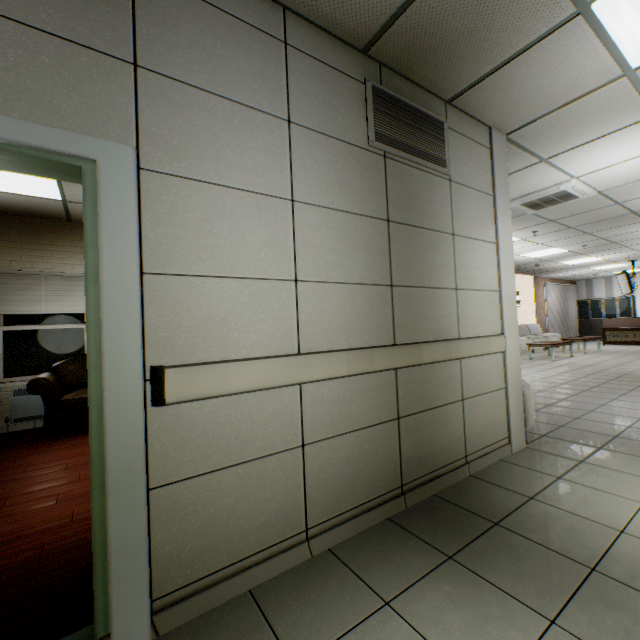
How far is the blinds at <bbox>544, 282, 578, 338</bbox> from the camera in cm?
1529

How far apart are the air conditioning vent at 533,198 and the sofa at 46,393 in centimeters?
539cm

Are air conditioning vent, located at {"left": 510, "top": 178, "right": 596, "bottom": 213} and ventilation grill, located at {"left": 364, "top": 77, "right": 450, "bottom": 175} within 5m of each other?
yes

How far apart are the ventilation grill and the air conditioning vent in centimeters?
310cm

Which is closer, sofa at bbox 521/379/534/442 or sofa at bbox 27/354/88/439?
sofa at bbox 521/379/534/442

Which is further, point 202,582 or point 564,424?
point 564,424

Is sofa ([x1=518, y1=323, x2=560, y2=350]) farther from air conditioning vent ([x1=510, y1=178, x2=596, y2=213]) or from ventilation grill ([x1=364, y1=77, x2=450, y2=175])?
ventilation grill ([x1=364, y1=77, x2=450, y2=175])

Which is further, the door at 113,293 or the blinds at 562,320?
the blinds at 562,320
